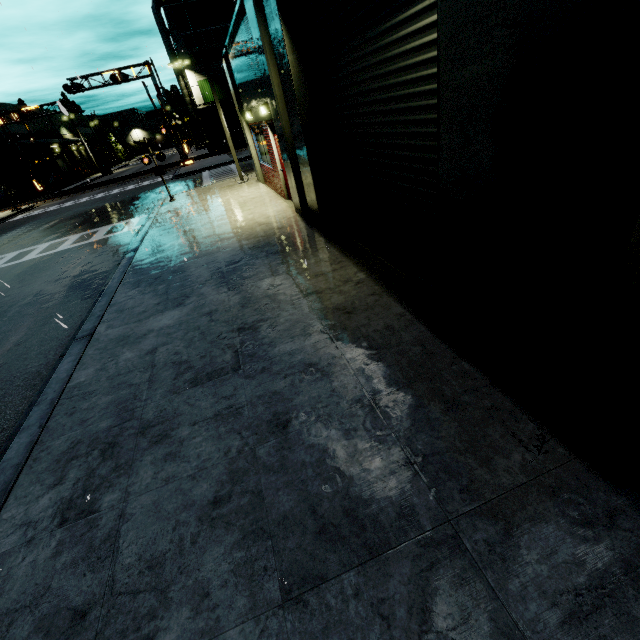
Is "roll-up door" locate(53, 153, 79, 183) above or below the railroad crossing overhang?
below

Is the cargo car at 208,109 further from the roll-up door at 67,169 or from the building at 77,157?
the roll-up door at 67,169

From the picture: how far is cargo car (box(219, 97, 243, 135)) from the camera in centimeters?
3806cm

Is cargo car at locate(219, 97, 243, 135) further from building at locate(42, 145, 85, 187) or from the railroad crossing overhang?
the railroad crossing overhang

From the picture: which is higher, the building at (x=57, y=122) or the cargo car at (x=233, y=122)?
the building at (x=57, y=122)

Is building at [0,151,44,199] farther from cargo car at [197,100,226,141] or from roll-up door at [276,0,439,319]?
cargo car at [197,100,226,141]

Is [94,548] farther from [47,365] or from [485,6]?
[485,6]

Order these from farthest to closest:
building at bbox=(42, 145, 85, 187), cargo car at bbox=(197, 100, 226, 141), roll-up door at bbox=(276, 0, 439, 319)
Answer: building at bbox=(42, 145, 85, 187) → cargo car at bbox=(197, 100, 226, 141) → roll-up door at bbox=(276, 0, 439, 319)
